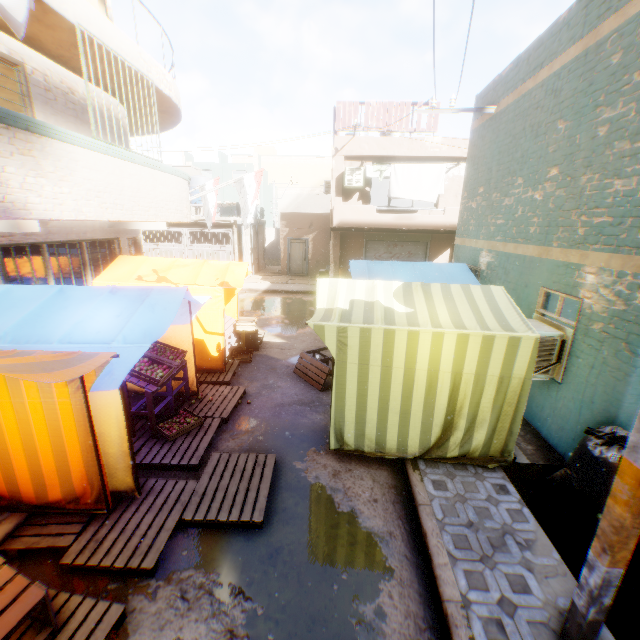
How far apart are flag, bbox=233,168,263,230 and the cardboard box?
2.71m

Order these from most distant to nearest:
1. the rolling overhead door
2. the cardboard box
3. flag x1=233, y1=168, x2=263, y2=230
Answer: the rolling overhead door, flag x1=233, y1=168, x2=263, y2=230, the cardboard box

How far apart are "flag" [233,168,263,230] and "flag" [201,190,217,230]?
0.6 meters

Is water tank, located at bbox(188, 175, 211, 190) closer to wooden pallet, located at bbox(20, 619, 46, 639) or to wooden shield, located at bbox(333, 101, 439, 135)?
wooden shield, located at bbox(333, 101, 439, 135)

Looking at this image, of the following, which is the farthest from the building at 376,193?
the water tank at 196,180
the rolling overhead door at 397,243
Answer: the water tank at 196,180

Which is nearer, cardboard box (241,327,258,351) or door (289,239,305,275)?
cardboard box (241,327,258,351)

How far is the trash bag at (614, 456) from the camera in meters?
3.9 m

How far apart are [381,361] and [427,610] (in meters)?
2.69
